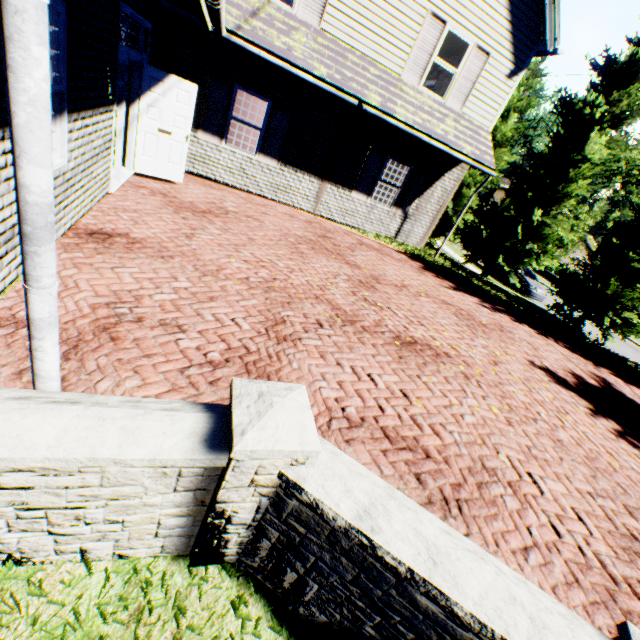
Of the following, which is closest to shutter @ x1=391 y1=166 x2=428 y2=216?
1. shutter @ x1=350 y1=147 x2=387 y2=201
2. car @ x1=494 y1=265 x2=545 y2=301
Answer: shutter @ x1=350 y1=147 x2=387 y2=201

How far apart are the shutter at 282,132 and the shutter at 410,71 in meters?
3.2 m

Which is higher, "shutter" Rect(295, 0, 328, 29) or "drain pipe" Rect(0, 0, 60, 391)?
"shutter" Rect(295, 0, 328, 29)

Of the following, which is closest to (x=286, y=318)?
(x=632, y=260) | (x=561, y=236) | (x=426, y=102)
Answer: (x=426, y=102)

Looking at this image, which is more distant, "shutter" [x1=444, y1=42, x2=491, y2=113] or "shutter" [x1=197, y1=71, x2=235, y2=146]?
"shutter" [x1=444, y1=42, x2=491, y2=113]

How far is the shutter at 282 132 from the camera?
9.16m

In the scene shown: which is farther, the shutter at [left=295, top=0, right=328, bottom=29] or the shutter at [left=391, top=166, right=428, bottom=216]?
the shutter at [left=391, top=166, right=428, bottom=216]

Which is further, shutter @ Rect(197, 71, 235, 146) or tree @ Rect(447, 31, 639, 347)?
tree @ Rect(447, 31, 639, 347)
